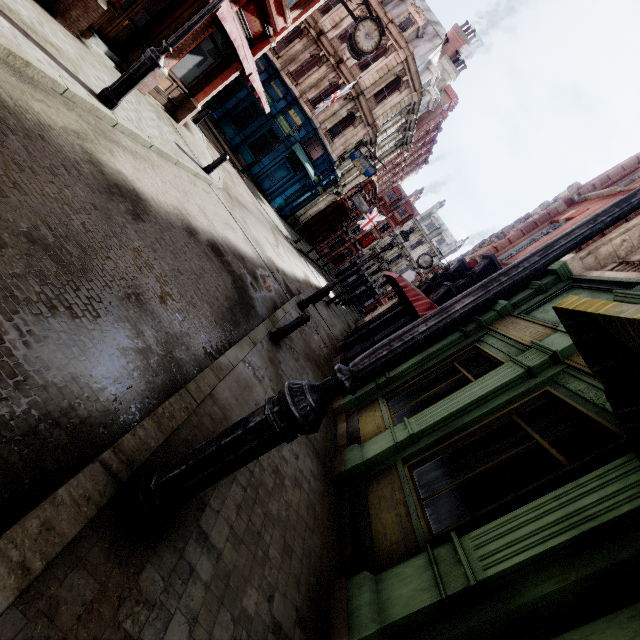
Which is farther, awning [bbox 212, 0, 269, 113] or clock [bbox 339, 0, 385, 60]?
clock [bbox 339, 0, 385, 60]

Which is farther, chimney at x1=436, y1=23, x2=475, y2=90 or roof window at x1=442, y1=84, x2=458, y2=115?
roof window at x1=442, y1=84, x2=458, y2=115

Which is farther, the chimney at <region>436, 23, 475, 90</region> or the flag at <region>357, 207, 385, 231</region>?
the flag at <region>357, 207, 385, 231</region>

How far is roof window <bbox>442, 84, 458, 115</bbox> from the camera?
31.8 meters

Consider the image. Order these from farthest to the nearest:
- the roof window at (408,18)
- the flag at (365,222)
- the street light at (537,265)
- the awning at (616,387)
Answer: the flag at (365,222) < the roof window at (408,18) < the awning at (616,387) < the street light at (537,265)

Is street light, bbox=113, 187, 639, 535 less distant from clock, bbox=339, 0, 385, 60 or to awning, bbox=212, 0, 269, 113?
awning, bbox=212, 0, 269, 113

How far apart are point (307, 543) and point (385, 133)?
29.6m

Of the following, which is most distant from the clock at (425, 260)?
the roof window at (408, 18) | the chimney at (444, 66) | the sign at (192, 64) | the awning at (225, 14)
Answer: the chimney at (444, 66)
